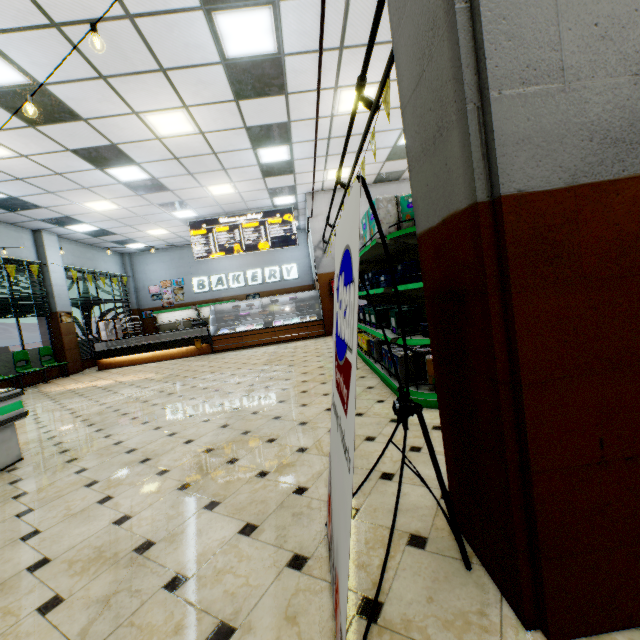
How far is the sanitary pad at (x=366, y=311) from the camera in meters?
4.9

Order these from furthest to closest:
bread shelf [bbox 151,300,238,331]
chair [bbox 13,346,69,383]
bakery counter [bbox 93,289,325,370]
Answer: bread shelf [bbox 151,300,238,331], bakery counter [bbox 93,289,325,370], chair [bbox 13,346,69,383]

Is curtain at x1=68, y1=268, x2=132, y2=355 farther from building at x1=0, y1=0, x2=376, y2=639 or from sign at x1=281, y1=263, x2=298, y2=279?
sign at x1=281, y1=263, x2=298, y2=279

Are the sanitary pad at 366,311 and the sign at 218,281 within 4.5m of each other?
no

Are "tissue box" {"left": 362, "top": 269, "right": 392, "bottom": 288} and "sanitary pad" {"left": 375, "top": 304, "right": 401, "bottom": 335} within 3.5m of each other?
yes

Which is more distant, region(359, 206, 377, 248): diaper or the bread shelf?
the bread shelf

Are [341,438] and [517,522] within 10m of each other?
yes

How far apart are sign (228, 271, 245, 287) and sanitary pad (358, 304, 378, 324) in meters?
11.0 m
